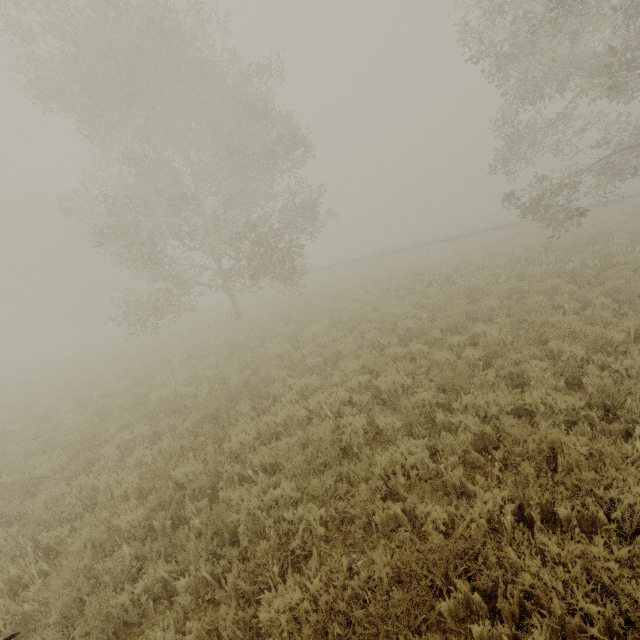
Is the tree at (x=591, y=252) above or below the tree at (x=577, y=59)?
below

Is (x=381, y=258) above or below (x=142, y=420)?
above

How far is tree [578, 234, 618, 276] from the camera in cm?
1096

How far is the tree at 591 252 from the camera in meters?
11.0

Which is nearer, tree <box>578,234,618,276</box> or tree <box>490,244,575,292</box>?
tree <box>578,234,618,276</box>
